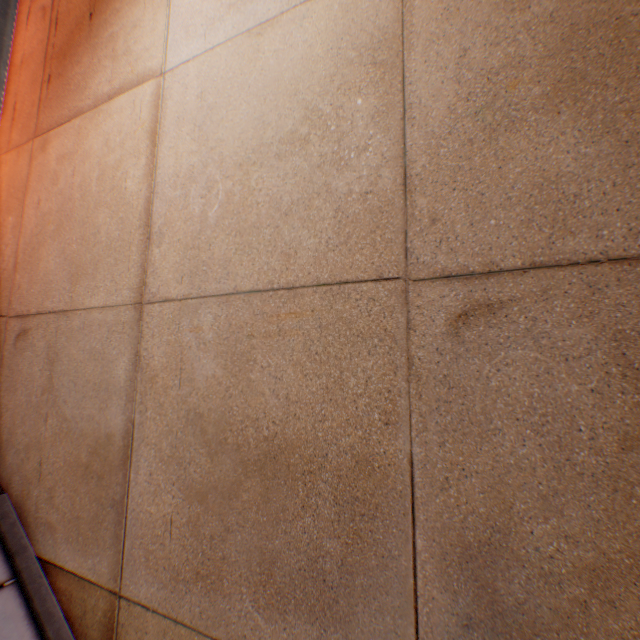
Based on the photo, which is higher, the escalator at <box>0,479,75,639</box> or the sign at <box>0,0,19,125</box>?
the sign at <box>0,0,19,125</box>

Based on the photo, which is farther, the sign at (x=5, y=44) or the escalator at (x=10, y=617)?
the sign at (x=5, y=44)

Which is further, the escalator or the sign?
the sign

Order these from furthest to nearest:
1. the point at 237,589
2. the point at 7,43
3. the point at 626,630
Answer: the point at 7,43, the point at 237,589, the point at 626,630

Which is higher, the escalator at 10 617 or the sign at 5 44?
the sign at 5 44
